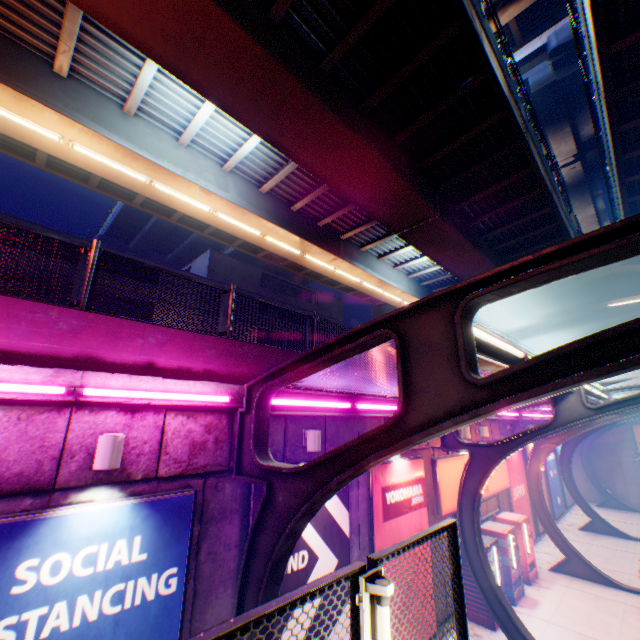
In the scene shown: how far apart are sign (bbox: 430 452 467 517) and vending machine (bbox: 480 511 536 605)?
0.8 meters

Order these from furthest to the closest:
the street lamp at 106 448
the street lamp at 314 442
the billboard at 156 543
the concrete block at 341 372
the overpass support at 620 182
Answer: the overpass support at 620 182
the concrete block at 341 372
the street lamp at 314 442
the street lamp at 106 448
the billboard at 156 543

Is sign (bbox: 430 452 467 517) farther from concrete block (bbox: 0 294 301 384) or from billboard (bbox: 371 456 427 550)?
concrete block (bbox: 0 294 301 384)

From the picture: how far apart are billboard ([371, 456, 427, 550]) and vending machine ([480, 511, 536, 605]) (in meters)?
3.41

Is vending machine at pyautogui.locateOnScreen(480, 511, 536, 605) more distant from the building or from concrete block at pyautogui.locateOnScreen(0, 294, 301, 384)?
the building

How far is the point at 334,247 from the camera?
16.9 meters

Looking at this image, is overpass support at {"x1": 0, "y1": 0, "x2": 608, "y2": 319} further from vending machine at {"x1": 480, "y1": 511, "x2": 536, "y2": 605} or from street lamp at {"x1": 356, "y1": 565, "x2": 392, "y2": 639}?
vending machine at {"x1": 480, "y1": 511, "x2": 536, "y2": 605}

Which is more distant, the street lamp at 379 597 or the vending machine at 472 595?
the vending machine at 472 595
